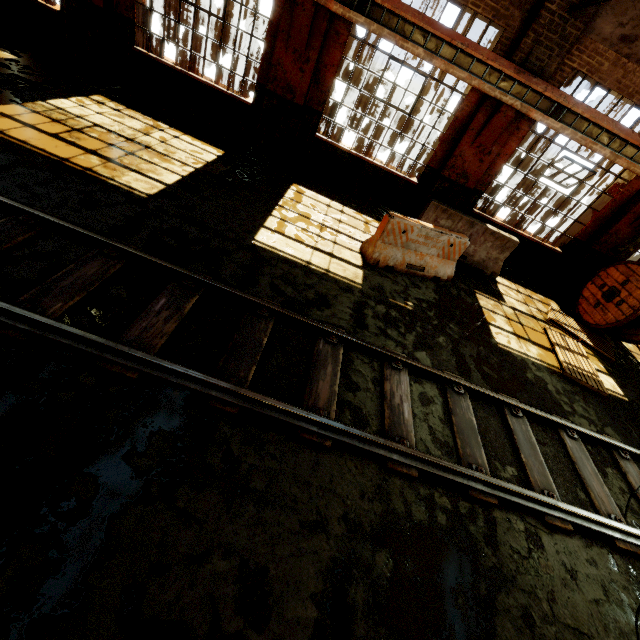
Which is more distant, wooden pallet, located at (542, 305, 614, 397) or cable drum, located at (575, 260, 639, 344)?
cable drum, located at (575, 260, 639, 344)

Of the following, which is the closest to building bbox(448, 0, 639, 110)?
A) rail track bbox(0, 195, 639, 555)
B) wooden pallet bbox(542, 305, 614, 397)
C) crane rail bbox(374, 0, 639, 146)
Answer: crane rail bbox(374, 0, 639, 146)

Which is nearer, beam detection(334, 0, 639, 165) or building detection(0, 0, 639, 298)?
beam detection(334, 0, 639, 165)

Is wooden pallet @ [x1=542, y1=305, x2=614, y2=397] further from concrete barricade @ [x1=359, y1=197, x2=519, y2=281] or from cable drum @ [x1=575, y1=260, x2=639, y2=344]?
concrete barricade @ [x1=359, y1=197, x2=519, y2=281]

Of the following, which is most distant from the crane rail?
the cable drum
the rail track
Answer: the rail track

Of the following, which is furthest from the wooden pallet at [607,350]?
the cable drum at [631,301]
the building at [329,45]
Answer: the building at [329,45]

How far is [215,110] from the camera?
8.8m

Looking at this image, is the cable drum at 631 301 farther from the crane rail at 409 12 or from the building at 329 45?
the crane rail at 409 12
